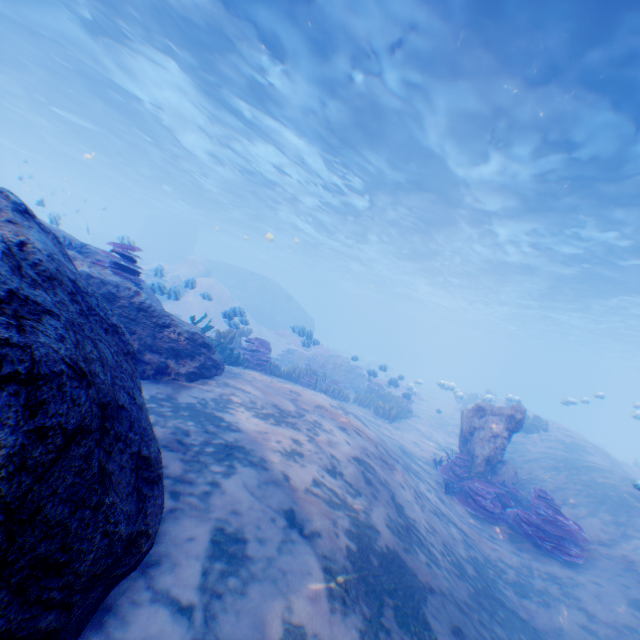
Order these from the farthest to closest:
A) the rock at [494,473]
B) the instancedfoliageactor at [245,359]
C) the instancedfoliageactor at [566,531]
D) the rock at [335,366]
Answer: the rock at [335,366] < the instancedfoliageactor at [245,359] < the rock at [494,473] < the instancedfoliageactor at [566,531]

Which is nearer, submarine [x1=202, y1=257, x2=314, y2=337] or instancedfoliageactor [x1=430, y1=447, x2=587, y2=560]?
instancedfoliageactor [x1=430, y1=447, x2=587, y2=560]

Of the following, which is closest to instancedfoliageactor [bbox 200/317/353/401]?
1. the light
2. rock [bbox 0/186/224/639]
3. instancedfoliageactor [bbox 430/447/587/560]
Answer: rock [bbox 0/186/224/639]

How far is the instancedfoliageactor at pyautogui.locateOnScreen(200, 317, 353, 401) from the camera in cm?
1046

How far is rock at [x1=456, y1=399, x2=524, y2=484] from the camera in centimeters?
957cm

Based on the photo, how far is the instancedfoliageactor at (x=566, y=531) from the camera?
6.9 meters

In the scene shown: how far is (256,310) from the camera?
34.8m

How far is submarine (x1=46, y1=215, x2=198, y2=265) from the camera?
40.81m
